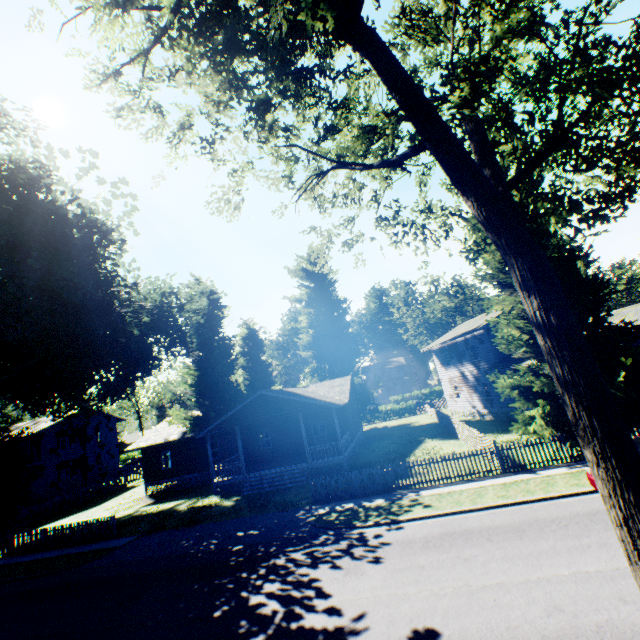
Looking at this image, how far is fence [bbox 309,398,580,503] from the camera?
15.0 meters

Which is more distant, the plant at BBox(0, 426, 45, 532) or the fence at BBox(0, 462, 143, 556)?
the fence at BBox(0, 462, 143, 556)

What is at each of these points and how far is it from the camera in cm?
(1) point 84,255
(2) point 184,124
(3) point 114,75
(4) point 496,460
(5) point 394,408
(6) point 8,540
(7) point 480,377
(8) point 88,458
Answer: (1) plant, 2147
(2) plant, 935
(3) plant, 770
(4) fence, 1533
(5) hedge, 4622
(6) fence, 1992
(7) house, 2992
(8) house, 3919

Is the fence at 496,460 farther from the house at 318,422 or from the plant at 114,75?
the house at 318,422

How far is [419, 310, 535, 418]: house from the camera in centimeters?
2723cm

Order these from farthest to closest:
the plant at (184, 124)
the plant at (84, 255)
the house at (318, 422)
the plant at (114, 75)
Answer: the house at (318, 422) < the plant at (84, 255) < the plant at (184, 124) < the plant at (114, 75)

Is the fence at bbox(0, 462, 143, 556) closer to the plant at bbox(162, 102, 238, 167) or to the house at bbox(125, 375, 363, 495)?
the plant at bbox(162, 102, 238, 167)

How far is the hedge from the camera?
45.8 meters
